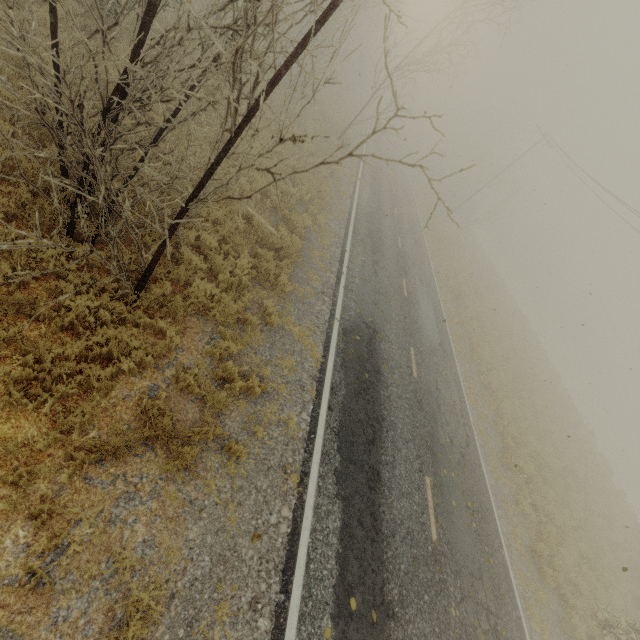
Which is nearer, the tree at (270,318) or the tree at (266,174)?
the tree at (266,174)

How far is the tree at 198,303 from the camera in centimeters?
665cm

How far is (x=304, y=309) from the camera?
9.55m

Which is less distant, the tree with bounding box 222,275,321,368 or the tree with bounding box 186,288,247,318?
the tree with bounding box 186,288,247,318

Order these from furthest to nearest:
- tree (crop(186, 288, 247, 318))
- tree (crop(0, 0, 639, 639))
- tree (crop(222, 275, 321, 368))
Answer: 1. tree (crop(222, 275, 321, 368))
2. tree (crop(186, 288, 247, 318))
3. tree (crop(0, 0, 639, 639))

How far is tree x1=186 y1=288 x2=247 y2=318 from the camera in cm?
665
